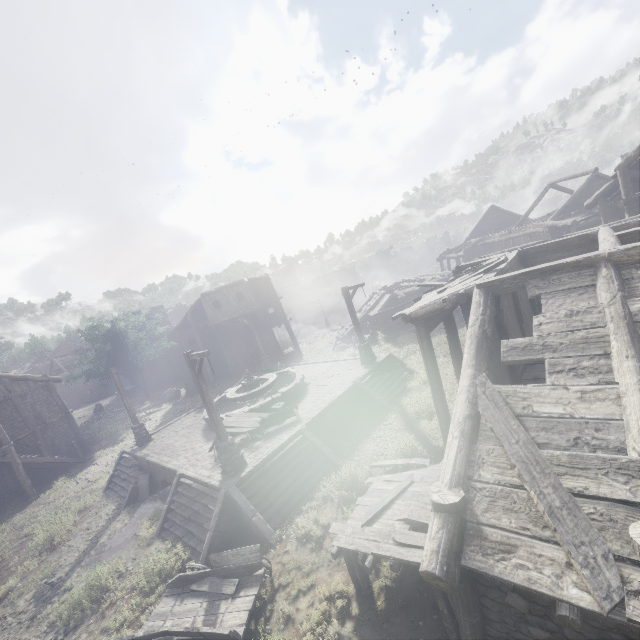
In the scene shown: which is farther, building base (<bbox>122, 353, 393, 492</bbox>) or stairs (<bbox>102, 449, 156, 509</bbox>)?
stairs (<bbox>102, 449, 156, 509</bbox>)

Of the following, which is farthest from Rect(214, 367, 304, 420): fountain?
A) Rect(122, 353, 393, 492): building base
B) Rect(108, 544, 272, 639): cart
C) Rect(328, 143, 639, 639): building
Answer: Rect(328, 143, 639, 639): building

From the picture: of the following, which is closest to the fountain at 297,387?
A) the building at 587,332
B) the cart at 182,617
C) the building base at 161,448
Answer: the building base at 161,448

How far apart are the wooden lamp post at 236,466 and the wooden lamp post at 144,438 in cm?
912

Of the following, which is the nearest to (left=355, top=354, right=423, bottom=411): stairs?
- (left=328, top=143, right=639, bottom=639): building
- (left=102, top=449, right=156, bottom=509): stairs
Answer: (left=328, top=143, right=639, bottom=639): building

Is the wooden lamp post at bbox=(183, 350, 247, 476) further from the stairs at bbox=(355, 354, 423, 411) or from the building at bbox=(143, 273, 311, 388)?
the building at bbox=(143, 273, 311, 388)

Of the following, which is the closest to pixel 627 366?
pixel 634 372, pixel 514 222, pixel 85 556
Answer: pixel 634 372

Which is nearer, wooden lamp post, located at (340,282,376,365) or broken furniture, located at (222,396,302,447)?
broken furniture, located at (222,396,302,447)
